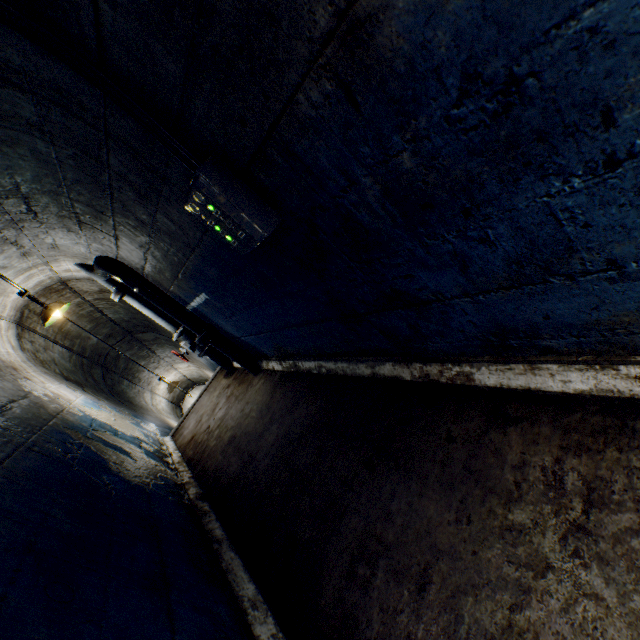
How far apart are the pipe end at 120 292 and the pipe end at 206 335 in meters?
1.5

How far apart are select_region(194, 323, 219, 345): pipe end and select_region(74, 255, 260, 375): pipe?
0.0 meters

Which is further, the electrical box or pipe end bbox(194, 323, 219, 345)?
pipe end bbox(194, 323, 219, 345)

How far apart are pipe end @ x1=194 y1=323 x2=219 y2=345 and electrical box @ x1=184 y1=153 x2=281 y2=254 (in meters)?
2.68

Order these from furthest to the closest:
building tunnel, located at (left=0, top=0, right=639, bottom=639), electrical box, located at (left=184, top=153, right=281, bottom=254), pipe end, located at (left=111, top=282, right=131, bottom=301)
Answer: pipe end, located at (left=111, top=282, right=131, bottom=301), electrical box, located at (left=184, top=153, right=281, bottom=254), building tunnel, located at (left=0, top=0, right=639, bottom=639)

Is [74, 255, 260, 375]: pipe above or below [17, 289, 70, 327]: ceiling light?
below

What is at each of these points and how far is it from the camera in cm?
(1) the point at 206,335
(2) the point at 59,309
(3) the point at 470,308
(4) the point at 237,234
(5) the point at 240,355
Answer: (1) pipe end, 416
(2) ceiling light, 439
(3) building tunnel, 139
(4) electrical box, 154
(5) pipe, 443

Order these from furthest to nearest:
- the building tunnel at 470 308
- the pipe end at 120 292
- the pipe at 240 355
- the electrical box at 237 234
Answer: the pipe end at 120 292 < the pipe at 240 355 < the electrical box at 237 234 < the building tunnel at 470 308
